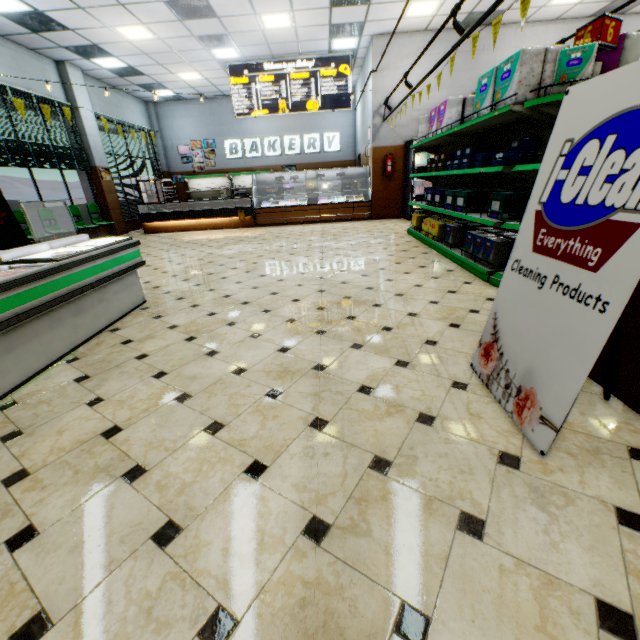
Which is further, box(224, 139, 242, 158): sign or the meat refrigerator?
box(224, 139, 242, 158): sign

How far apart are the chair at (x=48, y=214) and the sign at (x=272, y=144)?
9.0m

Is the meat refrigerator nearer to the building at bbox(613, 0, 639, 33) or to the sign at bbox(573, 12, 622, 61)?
the building at bbox(613, 0, 639, 33)

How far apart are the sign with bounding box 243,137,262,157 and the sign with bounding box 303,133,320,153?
1.9m

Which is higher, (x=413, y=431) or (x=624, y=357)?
(x=624, y=357)

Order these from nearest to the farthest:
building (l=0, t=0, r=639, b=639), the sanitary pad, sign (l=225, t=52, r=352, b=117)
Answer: building (l=0, t=0, r=639, b=639) < the sanitary pad < sign (l=225, t=52, r=352, b=117)

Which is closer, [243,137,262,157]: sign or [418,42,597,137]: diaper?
[418,42,597,137]: diaper

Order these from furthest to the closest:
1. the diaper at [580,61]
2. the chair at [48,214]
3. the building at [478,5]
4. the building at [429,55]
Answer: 1. the building at [429,55]
2. the chair at [48,214]
3. the building at [478,5]
4. the diaper at [580,61]
